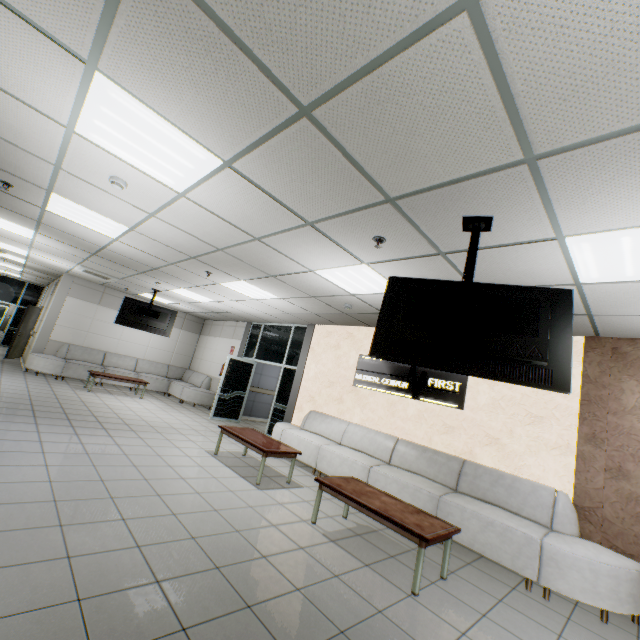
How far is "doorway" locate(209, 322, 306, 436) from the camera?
9.0m

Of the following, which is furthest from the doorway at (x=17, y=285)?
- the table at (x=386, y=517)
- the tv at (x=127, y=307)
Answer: the table at (x=386, y=517)

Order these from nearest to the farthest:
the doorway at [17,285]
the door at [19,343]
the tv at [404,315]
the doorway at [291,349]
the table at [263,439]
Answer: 1. the tv at [404,315]
2. the table at [263,439]
3. the doorway at [291,349]
4. the door at [19,343]
5. the doorway at [17,285]

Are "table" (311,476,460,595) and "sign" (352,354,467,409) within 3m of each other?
yes

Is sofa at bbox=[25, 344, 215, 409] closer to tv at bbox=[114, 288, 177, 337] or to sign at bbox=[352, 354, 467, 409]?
tv at bbox=[114, 288, 177, 337]

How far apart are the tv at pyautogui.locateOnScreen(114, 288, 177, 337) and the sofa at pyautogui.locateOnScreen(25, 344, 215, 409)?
2.31m

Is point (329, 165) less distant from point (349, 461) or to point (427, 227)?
point (427, 227)

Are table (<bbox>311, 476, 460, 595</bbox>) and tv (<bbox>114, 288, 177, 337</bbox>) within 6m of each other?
no
